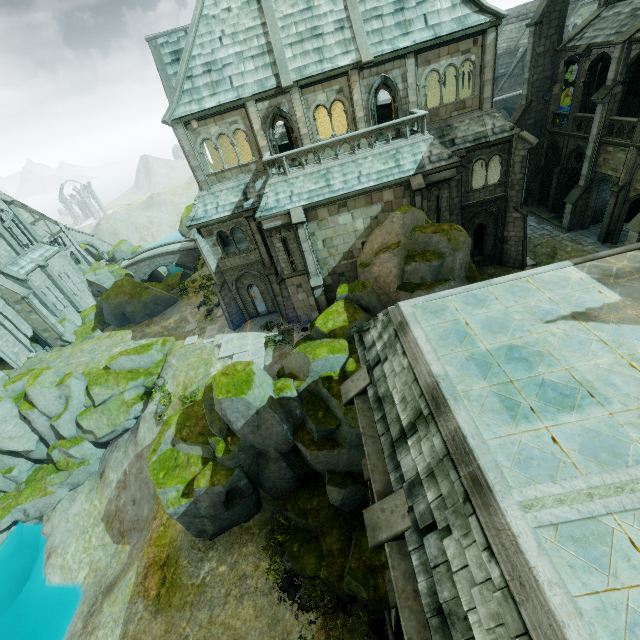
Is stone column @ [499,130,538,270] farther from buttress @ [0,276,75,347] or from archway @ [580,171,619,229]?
buttress @ [0,276,75,347]

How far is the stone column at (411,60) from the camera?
17.5 meters

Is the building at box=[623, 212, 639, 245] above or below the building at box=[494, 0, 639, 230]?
below

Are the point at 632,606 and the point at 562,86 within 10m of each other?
no

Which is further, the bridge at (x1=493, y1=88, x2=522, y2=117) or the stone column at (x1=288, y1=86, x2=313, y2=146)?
the bridge at (x1=493, y1=88, x2=522, y2=117)

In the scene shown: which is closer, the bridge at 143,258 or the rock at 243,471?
the rock at 243,471

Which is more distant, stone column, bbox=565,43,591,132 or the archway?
the archway

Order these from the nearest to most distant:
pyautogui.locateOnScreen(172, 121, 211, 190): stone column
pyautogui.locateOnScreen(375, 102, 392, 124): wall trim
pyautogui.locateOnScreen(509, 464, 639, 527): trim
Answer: pyautogui.locateOnScreen(509, 464, 639, 527): trim → pyautogui.locateOnScreen(172, 121, 211, 190): stone column → pyautogui.locateOnScreen(375, 102, 392, 124): wall trim
